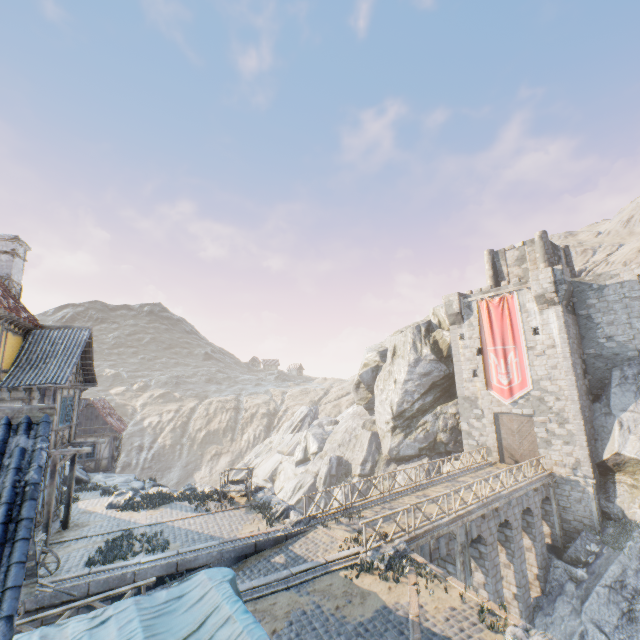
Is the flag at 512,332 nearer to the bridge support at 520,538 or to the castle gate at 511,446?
the castle gate at 511,446

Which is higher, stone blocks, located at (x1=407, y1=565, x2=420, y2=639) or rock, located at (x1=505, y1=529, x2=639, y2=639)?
stone blocks, located at (x1=407, y1=565, x2=420, y2=639)

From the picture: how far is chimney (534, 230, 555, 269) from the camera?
28.7m

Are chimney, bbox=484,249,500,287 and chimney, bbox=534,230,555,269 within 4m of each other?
yes

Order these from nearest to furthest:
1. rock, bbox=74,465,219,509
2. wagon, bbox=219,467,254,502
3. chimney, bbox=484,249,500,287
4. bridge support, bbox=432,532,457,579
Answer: bridge support, bbox=432,532,457,579, wagon, bbox=219,467,254,502, rock, bbox=74,465,219,509, chimney, bbox=484,249,500,287

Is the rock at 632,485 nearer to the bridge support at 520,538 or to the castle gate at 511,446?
the bridge support at 520,538

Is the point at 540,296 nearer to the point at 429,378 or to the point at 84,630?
the point at 429,378

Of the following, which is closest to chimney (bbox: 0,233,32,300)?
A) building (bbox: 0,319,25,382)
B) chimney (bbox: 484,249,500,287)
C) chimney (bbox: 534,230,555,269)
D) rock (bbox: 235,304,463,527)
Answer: building (bbox: 0,319,25,382)
